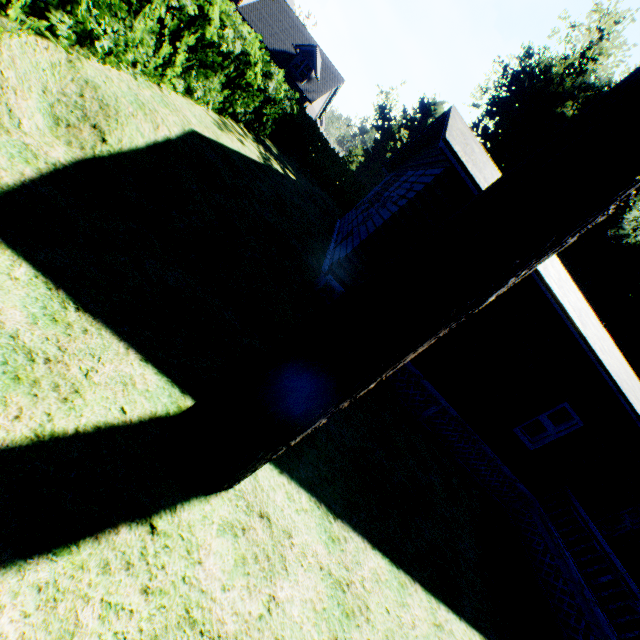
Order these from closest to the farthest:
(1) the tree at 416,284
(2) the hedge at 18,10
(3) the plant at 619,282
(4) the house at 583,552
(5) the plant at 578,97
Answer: (1) the tree at 416,284
(2) the hedge at 18,10
(4) the house at 583,552
(5) the plant at 578,97
(3) the plant at 619,282

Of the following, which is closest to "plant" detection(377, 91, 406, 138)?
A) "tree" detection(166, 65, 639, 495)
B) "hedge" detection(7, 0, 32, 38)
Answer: "tree" detection(166, 65, 639, 495)

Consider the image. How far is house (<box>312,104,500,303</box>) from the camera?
6.7m

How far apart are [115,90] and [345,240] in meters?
6.2 m

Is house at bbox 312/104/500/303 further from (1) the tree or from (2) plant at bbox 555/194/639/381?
(2) plant at bbox 555/194/639/381

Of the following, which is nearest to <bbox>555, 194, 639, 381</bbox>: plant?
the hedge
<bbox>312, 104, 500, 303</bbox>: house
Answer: <bbox>312, 104, 500, 303</bbox>: house

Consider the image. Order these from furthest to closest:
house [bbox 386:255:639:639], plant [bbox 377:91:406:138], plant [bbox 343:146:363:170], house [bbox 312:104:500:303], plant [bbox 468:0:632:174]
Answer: plant [bbox 377:91:406:138]
plant [bbox 343:146:363:170]
plant [bbox 468:0:632:174]
house [bbox 386:255:639:639]
house [bbox 312:104:500:303]

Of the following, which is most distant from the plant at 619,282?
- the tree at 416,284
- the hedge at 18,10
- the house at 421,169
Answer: the hedge at 18,10
